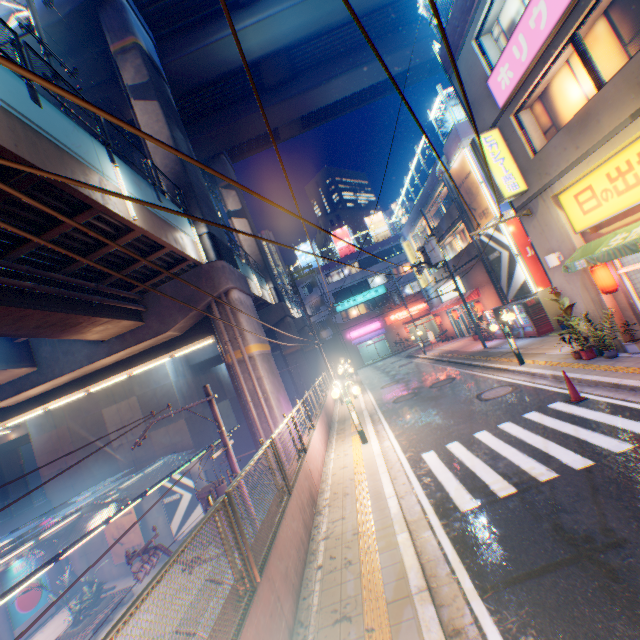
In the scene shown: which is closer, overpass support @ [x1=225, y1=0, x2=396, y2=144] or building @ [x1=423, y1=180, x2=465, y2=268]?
overpass support @ [x1=225, y1=0, x2=396, y2=144]

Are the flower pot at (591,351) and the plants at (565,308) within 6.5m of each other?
yes

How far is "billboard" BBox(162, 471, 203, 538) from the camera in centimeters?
2288cm

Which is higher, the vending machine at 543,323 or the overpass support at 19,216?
the overpass support at 19,216

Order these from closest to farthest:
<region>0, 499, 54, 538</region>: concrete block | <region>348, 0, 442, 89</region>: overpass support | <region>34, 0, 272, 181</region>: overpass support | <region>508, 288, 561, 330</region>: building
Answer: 1. <region>34, 0, 272, 181</region>: overpass support
2. <region>508, 288, 561, 330</region>: building
3. <region>0, 499, 54, 538</region>: concrete block
4. <region>348, 0, 442, 89</region>: overpass support

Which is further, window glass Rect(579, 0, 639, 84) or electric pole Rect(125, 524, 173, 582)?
Result: electric pole Rect(125, 524, 173, 582)

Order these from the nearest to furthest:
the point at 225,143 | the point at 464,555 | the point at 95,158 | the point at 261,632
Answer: the point at 261,632, the point at 464,555, the point at 95,158, the point at 225,143
